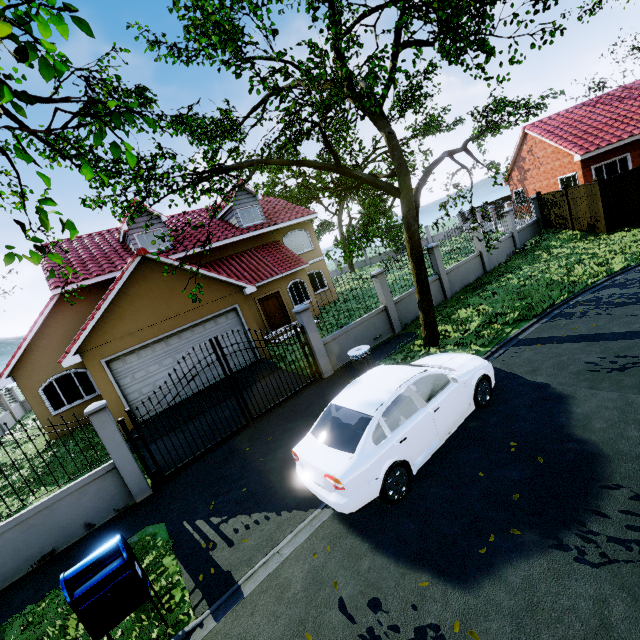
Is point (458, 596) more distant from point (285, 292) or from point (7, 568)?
point (285, 292)

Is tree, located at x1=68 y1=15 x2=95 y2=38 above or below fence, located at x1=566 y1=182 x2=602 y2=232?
above

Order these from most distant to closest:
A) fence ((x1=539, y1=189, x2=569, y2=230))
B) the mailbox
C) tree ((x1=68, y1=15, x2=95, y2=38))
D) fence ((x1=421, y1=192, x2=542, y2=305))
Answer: fence ((x1=539, y1=189, x2=569, y2=230)) → fence ((x1=421, y1=192, x2=542, y2=305)) → the mailbox → tree ((x1=68, y1=15, x2=95, y2=38))

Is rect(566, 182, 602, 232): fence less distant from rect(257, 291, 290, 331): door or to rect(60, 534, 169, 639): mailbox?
rect(60, 534, 169, 639): mailbox

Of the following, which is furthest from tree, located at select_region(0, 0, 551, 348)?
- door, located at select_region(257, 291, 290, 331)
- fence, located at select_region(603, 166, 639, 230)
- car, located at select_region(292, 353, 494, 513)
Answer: door, located at select_region(257, 291, 290, 331)

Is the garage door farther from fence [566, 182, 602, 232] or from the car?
the car

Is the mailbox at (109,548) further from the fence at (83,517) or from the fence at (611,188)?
the fence at (611,188)

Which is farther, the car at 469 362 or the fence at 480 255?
the fence at 480 255
